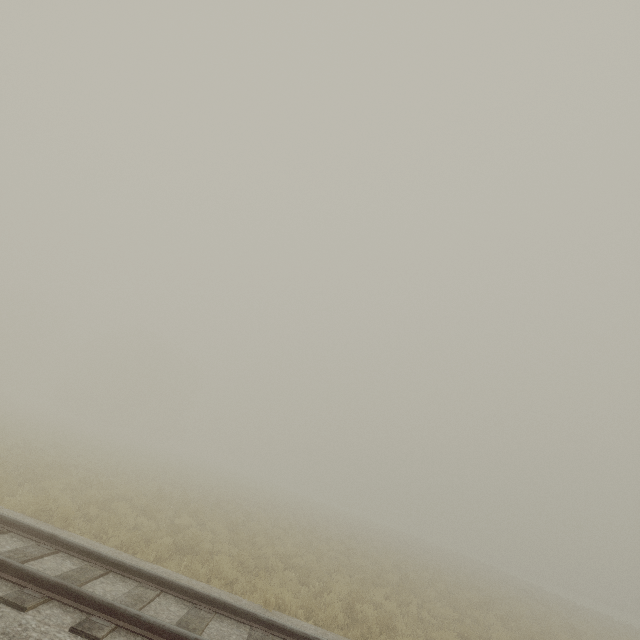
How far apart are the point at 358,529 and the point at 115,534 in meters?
31.3 m
